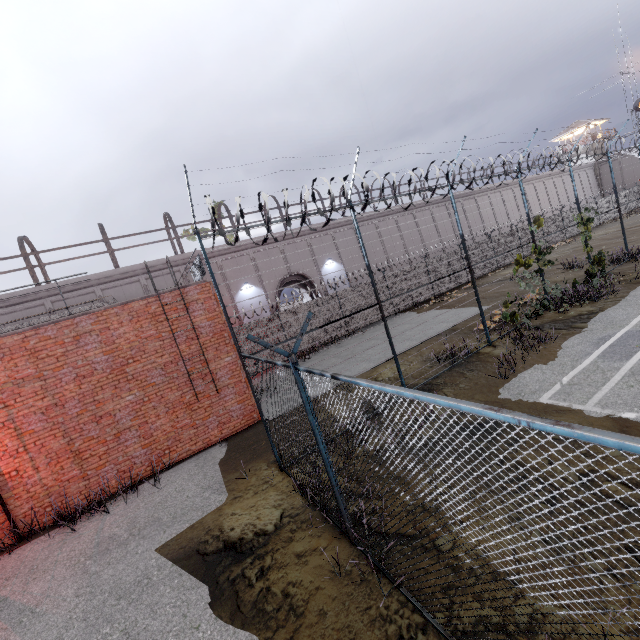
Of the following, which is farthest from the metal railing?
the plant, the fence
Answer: the plant

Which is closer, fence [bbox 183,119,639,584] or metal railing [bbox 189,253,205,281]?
fence [bbox 183,119,639,584]

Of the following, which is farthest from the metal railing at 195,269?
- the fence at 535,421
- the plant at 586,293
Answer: the plant at 586,293

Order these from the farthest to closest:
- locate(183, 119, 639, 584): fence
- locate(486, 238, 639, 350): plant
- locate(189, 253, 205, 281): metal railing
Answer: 1. locate(486, 238, 639, 350): plant
2. locate(189, 253, 205, 281): metal railing
3. locate(183, 119, 639, 584): fence

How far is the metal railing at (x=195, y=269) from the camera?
10.5m

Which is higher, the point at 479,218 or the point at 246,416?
the point at 479,218

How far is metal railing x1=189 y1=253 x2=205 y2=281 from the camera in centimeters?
1050cm
